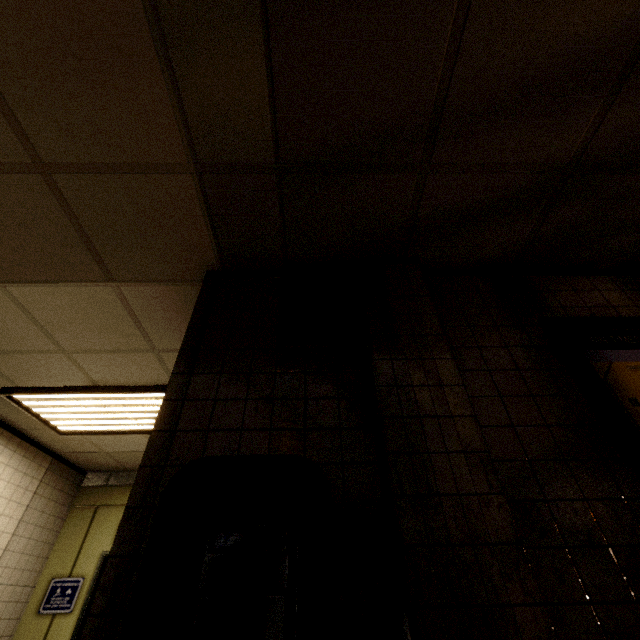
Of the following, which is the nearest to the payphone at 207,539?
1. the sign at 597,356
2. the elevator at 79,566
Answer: the sign at 597,356

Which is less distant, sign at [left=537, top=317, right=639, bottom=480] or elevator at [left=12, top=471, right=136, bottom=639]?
sign at [left=537, top=317, right=639, bottom=480]

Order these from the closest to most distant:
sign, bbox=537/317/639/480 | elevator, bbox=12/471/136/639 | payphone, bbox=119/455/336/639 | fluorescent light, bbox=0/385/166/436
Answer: payphone, bbox=119/455/336/639
sign, bbox=537/317/639/480
fluorescent light, bbox=0/385/166/436
elevator, bbox=12/471/136/639

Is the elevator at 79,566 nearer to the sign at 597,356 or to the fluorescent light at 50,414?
the fluorescent light at 50,414

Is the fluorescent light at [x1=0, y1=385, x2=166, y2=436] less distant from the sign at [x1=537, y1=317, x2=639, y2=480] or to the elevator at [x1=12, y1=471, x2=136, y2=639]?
the elevator at [x1=12, y1=471, x2=136, y2=639]

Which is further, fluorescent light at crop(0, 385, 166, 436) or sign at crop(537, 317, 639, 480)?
fluorescent light at crop(0, 385, 166, 436)

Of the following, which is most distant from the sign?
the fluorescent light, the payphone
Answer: the fluorescent light

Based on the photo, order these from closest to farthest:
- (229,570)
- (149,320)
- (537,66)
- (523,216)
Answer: (229,570) → (537,66) → (523,216) → (149,320)
